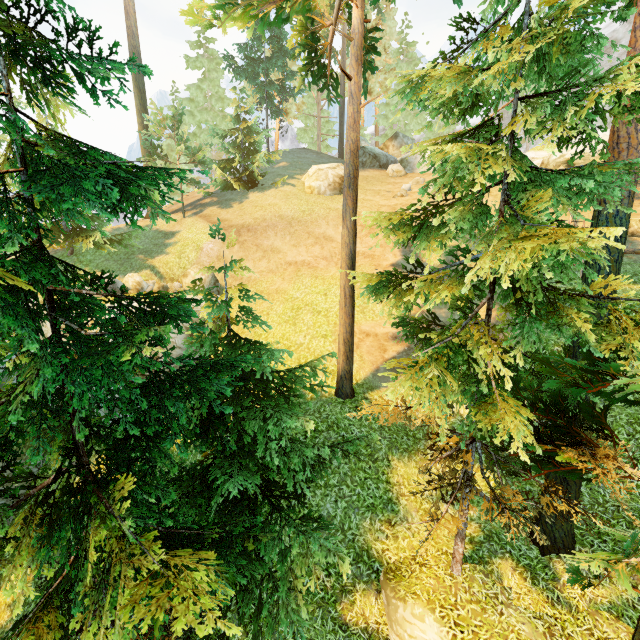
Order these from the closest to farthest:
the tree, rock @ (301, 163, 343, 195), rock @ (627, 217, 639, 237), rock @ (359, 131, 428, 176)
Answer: the tree < rock @ (627, 217, 639, 237) < rock @ (301, 163, 343, 195) < rock @ (359, 131, 428, 176)

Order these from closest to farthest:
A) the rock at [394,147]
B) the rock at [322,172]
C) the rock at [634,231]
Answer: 1. the rock at [634,231]
2. the rock at [322,172]
3. the rock at [394,147]

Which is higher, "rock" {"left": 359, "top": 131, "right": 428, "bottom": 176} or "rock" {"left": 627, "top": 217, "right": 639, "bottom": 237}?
"rock" {"left": 359, "top": 131, "right": 428, "bottom": 176}

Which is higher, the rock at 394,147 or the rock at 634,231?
the rock at 394,147

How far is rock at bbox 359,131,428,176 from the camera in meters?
29.8 m

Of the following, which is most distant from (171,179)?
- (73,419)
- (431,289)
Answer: (431,289)

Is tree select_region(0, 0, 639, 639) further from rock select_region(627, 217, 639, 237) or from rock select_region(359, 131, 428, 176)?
rock select_region(359, 131, 428, 176)

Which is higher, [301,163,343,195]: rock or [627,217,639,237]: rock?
[301,163,343,195]: rock
